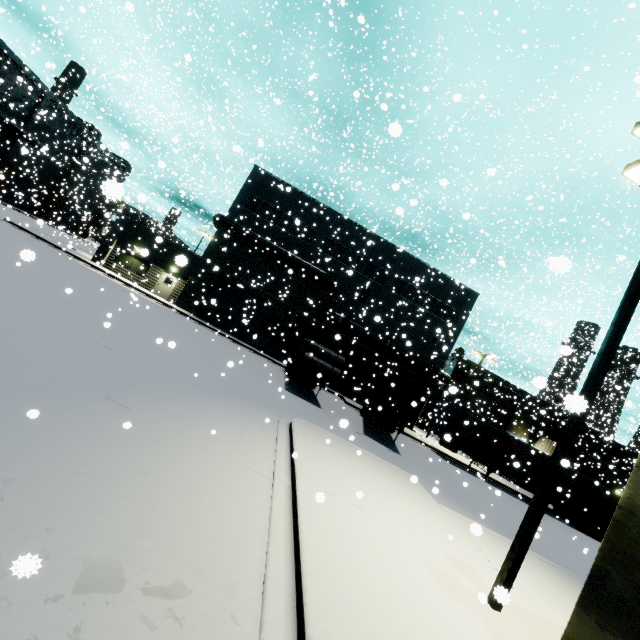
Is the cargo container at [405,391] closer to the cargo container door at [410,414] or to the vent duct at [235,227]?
the cargo container door at [410,414]

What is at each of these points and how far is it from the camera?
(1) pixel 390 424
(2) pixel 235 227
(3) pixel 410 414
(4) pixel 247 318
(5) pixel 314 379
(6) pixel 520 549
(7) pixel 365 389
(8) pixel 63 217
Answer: (1) semi trailer, 17.39m
(2) vent duct, 28.53m
(3) cargo container door, 16.72m
(4) roll-up door, 29.75m
(5) semi trailer, 24.47m
(6) light, 5.70m
(7) roll-up door, 30.66m
(8) roll-up door, 54.88m

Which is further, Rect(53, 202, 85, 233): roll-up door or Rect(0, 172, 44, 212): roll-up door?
Rect(53, 202, 85, 233): roll-up door

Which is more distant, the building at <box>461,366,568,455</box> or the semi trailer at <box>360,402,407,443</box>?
the building at <box>461,366,568,455</box>

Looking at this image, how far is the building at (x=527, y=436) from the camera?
39.5 meters

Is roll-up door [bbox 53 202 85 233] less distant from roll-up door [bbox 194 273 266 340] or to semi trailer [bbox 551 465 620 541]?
roll-up door [bbox 194 273 266 340]

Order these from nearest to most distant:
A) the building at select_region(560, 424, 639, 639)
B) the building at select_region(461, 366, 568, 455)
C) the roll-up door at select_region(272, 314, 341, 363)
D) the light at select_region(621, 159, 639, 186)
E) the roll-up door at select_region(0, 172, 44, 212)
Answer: the building at select_region(560, 424, 639, 639) → the light at select_region(621, 159, 639, 186) → the roll-up door at select_region(272, 314, 341, 363) → the roll-up door at select_region(0, 172, 44, 212) → the building at select_region(461, 366, 568, 455)

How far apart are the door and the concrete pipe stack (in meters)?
14.69
